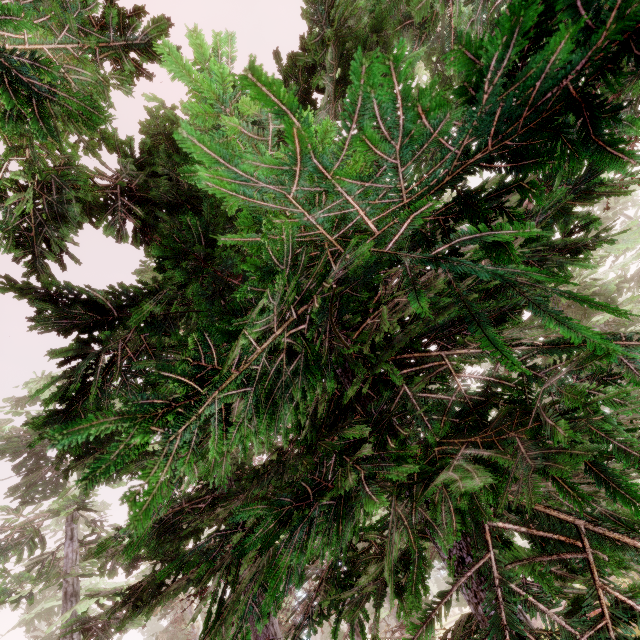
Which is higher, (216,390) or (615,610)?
(216,390)
